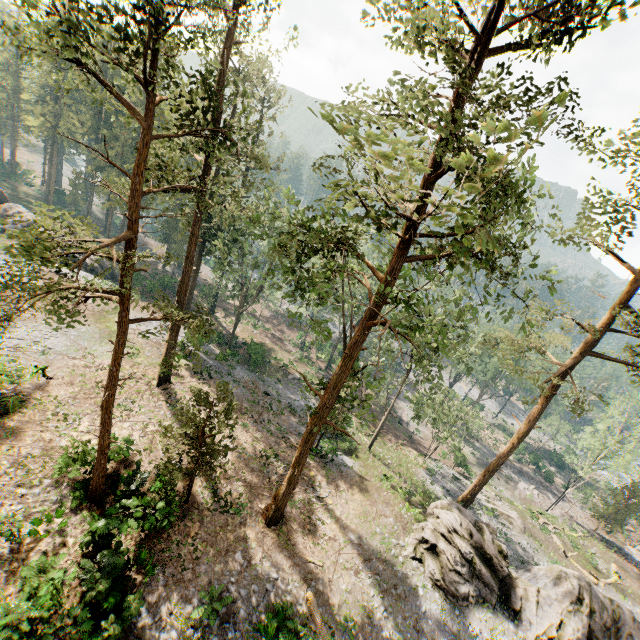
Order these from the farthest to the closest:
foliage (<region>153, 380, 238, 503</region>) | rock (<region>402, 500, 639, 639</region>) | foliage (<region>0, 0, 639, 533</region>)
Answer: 1. rock (<region>402, 500, 639, 639</region>)
2. foliage (<region>153, 380, 238, 503</region>)
3. foliage (<region>0, 0, 639, 533</region>)

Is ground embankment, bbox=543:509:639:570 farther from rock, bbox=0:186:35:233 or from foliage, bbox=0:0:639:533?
rock, bbox=0:186:35:233

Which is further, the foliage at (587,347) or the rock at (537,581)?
the rock at (537,581)

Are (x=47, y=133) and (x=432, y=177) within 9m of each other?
no

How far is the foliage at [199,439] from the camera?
15.0m

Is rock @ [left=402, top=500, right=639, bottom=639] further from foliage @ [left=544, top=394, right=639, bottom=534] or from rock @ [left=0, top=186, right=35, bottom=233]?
rock @ [left=0, top=186, right=35, bottom=233]

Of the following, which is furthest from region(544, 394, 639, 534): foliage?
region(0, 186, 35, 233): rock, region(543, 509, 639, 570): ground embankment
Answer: region(0, 186, 35, 233): rock

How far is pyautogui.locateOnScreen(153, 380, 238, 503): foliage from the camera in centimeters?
1501cm
